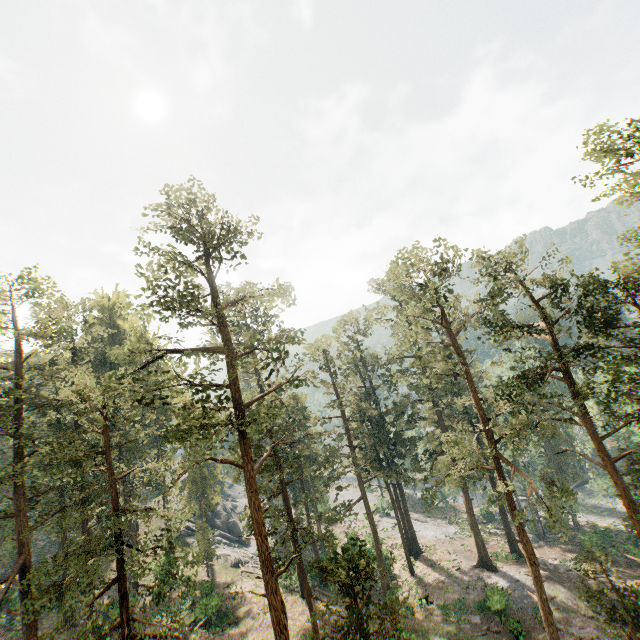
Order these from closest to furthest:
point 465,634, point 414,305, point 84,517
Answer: point 84,517
point 414,305
point 465,634

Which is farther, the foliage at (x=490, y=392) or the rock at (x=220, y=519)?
the rock at (x=220, y=519)

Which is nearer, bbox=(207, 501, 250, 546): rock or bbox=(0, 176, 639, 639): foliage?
bbox=(0, 176, 639, 639): foliage

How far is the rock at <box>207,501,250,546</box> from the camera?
51.94m

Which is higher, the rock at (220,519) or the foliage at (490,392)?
the foliage at (490,392)

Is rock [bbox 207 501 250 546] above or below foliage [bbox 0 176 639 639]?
below
